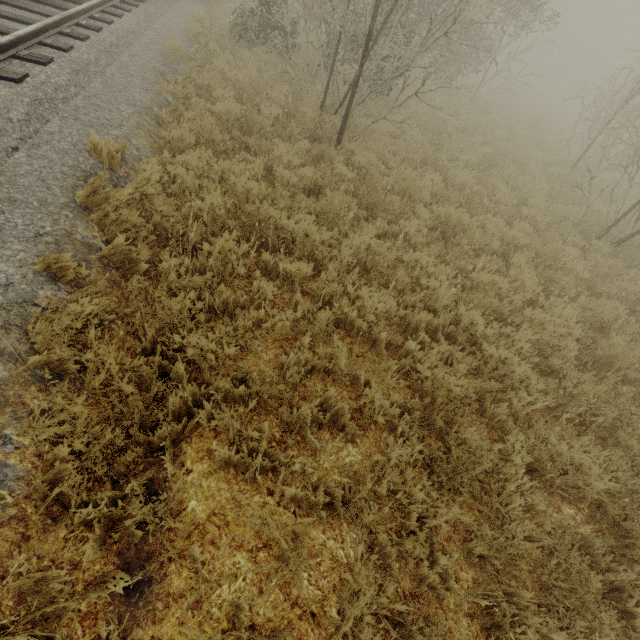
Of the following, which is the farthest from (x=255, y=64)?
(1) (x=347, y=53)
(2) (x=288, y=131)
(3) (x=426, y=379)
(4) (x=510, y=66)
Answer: (4) (x=510, y=66)
